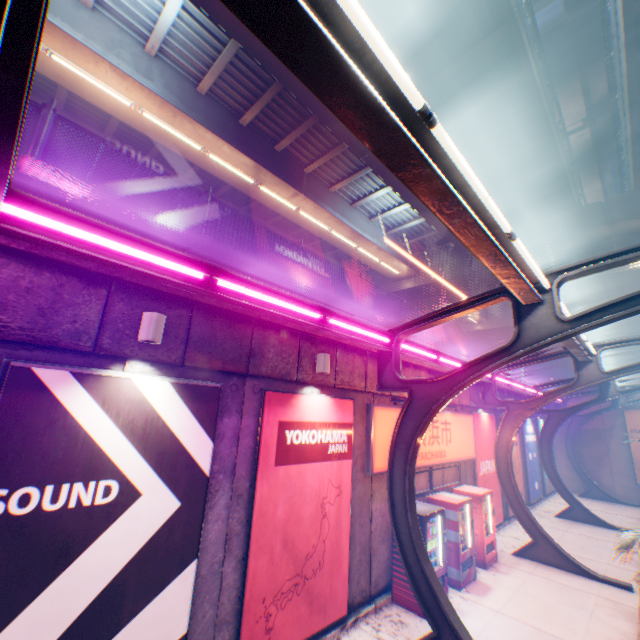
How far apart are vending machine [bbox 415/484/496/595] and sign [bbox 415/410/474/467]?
0.8m

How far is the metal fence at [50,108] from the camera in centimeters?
464cm

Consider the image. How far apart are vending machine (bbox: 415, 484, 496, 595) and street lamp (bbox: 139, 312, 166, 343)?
8.7m

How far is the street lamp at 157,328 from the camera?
4.4m

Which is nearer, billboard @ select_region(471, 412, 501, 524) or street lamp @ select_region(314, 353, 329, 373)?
street lamp @ select_region(314, 353, 329, 373)

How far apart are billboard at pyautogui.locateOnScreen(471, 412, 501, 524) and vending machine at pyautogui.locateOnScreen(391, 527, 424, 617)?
4.9m

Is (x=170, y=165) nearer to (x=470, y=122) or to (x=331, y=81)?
(x=470, y=122)

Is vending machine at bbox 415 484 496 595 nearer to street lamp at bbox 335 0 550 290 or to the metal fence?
the metal fence
